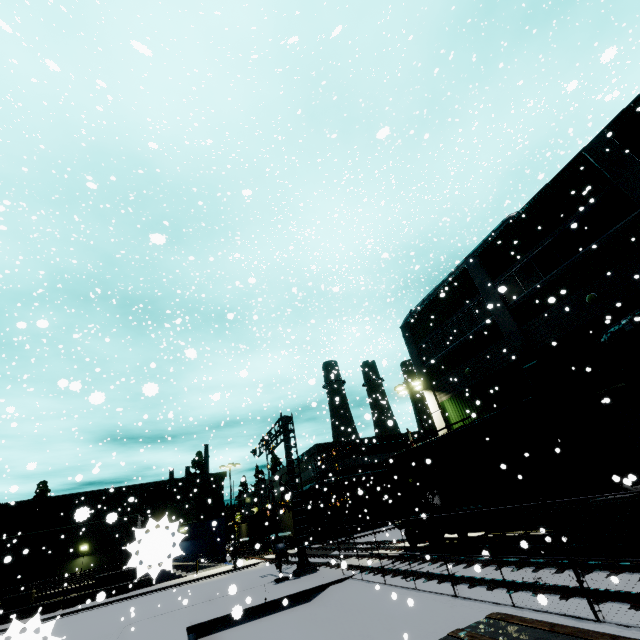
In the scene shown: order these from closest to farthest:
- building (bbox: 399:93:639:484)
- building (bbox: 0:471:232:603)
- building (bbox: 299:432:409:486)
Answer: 1. building (bbox: 0:471:232:603)
2. building (bbox: 399:93:639:484)
3. building (bbox: 299:432:409:486)

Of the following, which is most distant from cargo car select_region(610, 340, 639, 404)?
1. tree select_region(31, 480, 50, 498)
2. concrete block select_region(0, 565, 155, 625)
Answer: concrete block select_region(0, 565, 155, 625)

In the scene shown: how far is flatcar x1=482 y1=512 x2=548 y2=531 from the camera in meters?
11.8 m

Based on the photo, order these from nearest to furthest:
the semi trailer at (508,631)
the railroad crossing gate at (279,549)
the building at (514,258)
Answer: the semi trailer at (508,631) → the building at (514,258) → the railroad crossing gate at (279,549)

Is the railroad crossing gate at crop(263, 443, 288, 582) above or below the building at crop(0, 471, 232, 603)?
below

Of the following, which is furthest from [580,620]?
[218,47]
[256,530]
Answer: [256,530]

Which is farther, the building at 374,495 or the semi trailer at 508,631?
the building at 374,495

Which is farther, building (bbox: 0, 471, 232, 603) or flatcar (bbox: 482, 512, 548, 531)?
flatcar (bbox: 482, 512, 548, 531)
